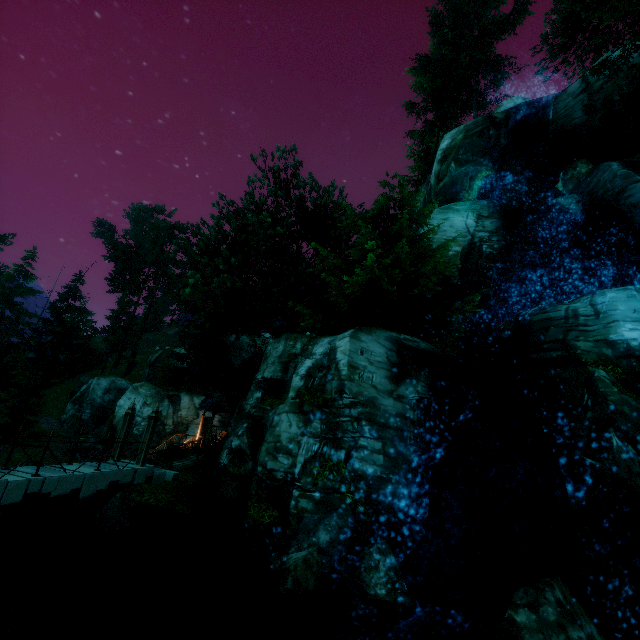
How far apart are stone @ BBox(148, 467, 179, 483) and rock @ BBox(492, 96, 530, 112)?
32.2 meters

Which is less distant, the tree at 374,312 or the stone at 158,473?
the stone at 158,473

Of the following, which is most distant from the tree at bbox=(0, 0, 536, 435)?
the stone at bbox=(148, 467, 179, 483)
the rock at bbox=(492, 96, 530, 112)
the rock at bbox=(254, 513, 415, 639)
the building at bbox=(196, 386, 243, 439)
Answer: the rock at bbox=(254, 513, 415, 639)

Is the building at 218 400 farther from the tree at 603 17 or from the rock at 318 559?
the rock at 318 559

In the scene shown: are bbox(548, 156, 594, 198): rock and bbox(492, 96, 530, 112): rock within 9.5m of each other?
yes

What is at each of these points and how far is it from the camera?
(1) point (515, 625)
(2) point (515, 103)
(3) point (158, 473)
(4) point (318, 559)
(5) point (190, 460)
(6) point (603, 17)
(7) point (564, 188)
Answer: (1) rock, 5.5 meters
(2) rock, 23.8 meters
(3) stone, 14.6 meters
(4) rock, 7.7 meters
(5) wooden platform, 20.5 meters
(6) tree, 18.3 meters
(7) rock, 17.6 meters

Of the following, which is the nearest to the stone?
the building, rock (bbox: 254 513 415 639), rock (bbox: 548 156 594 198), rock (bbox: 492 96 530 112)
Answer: the building

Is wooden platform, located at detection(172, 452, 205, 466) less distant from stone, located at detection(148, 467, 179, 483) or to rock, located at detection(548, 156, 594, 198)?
stone, located at detection(148, 467, 179, 483)
